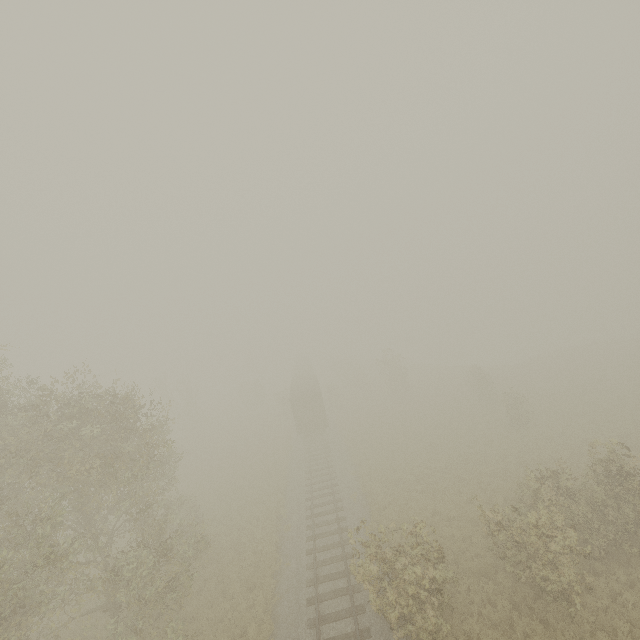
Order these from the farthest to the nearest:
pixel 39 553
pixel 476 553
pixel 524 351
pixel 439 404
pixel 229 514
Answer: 1. pixel 524 351
2. pixel 439 404
3. pixel 229 514
4. pixel 476 553
5. pixel 39 553

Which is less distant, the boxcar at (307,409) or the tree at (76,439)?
the tree at (76,439)

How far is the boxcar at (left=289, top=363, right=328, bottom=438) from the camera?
33.2 meters

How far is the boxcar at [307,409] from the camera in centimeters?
3316cm

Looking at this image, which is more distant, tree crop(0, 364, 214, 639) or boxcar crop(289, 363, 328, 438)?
boxcar crop(289, 363, 328, 438)
